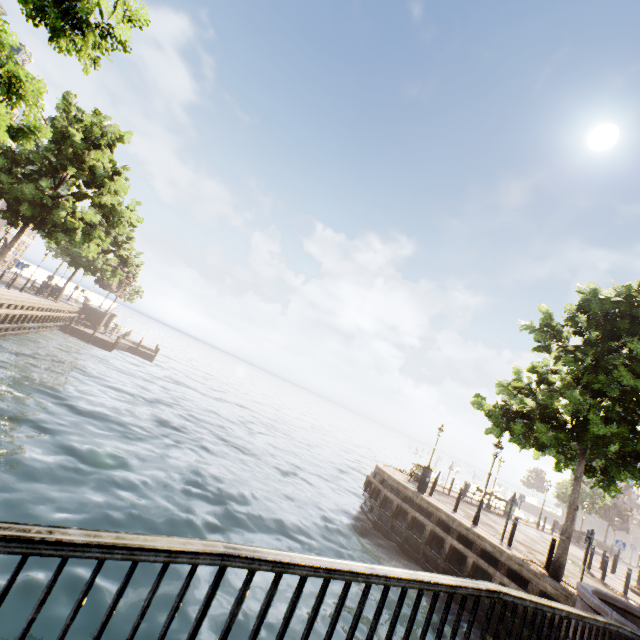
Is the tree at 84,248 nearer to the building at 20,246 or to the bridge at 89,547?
the bridge at 89,547

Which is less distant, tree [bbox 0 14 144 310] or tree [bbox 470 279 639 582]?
tree [bbox 0 14 144 310]

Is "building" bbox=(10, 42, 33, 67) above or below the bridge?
above

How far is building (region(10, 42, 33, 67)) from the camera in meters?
23.7

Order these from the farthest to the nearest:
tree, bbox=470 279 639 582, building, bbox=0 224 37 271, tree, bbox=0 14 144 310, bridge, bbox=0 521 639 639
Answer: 1. building, bbox=0 224 37 271
2. tree, bbox=470 279 639 582
3. tree, bbox=0 14 144 310
4. bridge, bbox=0 521 639 639

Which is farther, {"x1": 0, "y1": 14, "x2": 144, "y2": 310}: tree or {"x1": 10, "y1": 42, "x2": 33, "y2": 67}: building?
{"x1": 10, "y1": 42, "x2": 33, "y2": 67}: building

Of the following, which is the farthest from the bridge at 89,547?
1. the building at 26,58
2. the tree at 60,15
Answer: the building at 26,58

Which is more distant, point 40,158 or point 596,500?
point 596,500
